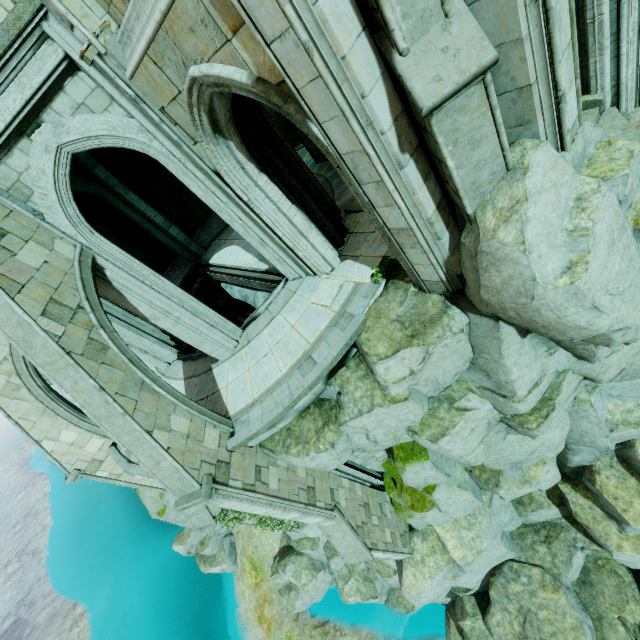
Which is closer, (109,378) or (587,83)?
(109,378)

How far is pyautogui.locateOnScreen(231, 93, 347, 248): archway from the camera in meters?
6.8

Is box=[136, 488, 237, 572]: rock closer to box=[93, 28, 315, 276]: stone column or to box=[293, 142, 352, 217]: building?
box=[293, 142, 352, 217]: building

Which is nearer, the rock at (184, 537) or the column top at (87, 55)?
the column top at (87, 55)

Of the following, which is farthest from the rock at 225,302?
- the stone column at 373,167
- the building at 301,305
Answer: the stone column at 373,167

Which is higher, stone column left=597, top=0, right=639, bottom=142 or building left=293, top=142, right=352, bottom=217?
building left=293, top=142, right=352, bottom=217

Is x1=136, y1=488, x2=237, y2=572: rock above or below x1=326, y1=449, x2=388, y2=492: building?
below

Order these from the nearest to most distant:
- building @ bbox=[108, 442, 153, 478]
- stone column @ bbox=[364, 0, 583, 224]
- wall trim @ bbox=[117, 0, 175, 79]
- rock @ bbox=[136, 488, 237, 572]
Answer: stone column @ bbox=[364, 0, 583, 224] < wall trim @ bbox=[117, 0, 175, 79] < building @ bbox=[108, 442, 153, 478] < rock @ bbox=[136, 488, 237, 572]
